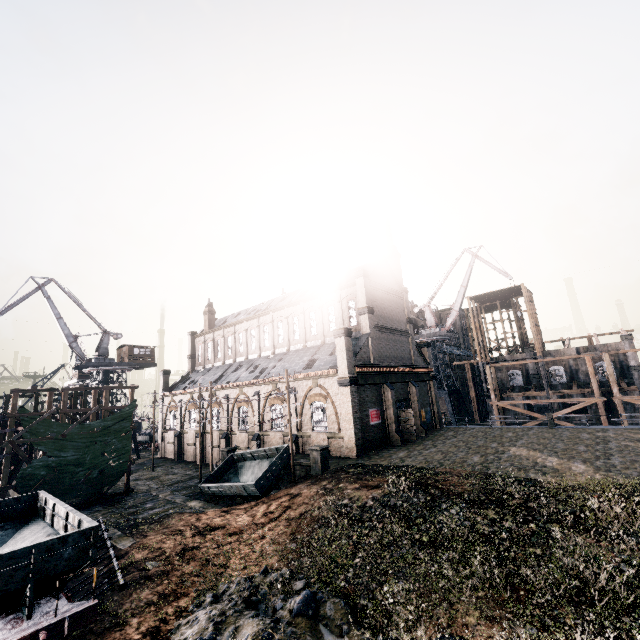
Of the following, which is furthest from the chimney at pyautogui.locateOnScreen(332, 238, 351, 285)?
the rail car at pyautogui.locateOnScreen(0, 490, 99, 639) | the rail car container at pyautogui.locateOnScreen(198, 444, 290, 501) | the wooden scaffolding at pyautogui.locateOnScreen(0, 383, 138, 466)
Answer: the rail car at pyautogui.locateOnScreen(0, 490, 99, 639)

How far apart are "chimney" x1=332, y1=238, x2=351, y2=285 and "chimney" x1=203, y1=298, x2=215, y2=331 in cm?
2848

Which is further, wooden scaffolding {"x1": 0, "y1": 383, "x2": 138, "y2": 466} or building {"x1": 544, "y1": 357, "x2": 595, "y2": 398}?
Answer: building {"x1": 544, "y1": 357, "x2": 595, "y2": 398}

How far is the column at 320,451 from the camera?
23.6 meters

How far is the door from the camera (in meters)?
33.53

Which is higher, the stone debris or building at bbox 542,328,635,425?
building at bbox 542,328,635,425

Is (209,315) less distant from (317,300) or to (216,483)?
(317,300)

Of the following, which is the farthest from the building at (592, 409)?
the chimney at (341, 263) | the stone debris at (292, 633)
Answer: the stone debris at (292, 633)
